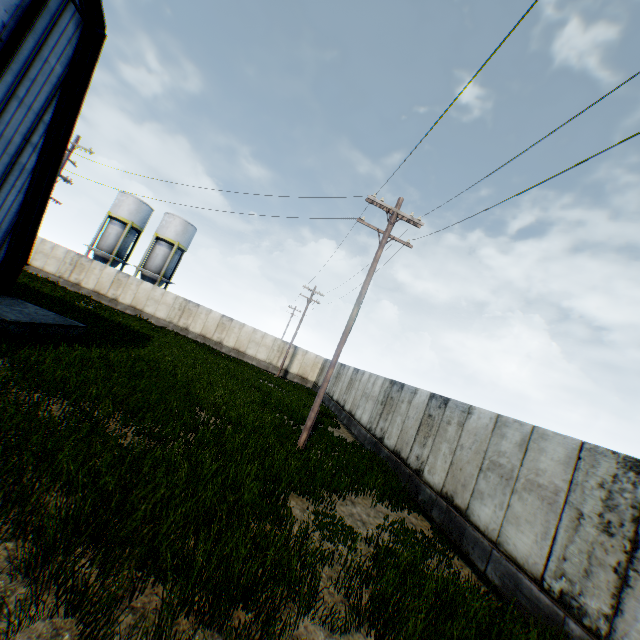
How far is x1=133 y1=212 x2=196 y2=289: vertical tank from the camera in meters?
38.6

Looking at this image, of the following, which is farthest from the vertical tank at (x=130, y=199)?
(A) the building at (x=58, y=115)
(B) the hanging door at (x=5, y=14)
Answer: (B) the hanging door at (x=5, y=14)

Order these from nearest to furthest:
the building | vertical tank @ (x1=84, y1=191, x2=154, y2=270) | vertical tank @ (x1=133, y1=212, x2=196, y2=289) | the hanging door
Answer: the hanging door < the building < vertical tank @ (x1=84, y1=191, x2=154, y2=270) < vertical tank @ (x1=133, y1=212, x2=196, y2=289)

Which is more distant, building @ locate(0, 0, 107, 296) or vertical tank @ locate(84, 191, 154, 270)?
vertical tank @ locate(84, 191, 154, 270)

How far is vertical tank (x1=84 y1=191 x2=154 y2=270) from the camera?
37.8m

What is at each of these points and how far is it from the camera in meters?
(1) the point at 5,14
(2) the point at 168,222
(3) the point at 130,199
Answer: (1) hanging door, 9.3 m
(2) vertical tank, 38.8 m
(3) vertical tank, 38.2 m

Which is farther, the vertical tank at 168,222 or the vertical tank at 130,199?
the vertical tank at 168,222

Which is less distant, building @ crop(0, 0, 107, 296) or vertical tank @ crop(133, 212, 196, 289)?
building @ crop(0, 0, 107, 296)
